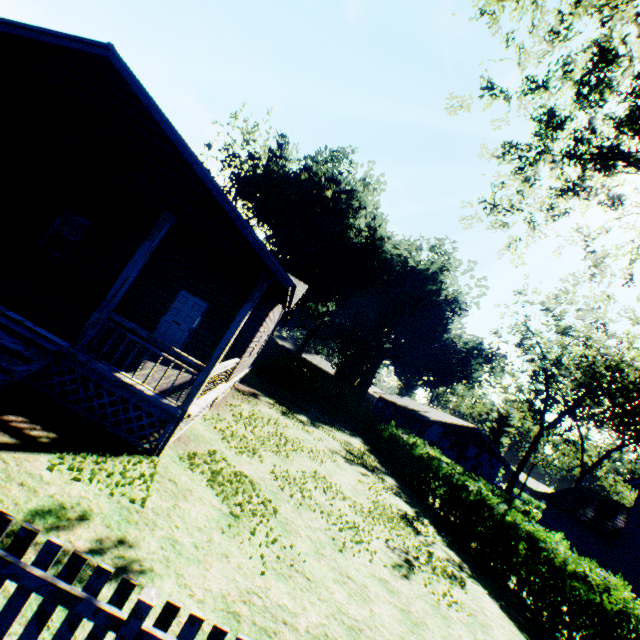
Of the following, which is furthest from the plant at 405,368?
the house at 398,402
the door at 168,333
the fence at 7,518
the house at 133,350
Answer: the fence at 7,518

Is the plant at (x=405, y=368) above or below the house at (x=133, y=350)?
above

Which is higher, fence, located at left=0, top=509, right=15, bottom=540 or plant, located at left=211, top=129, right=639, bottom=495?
plant, located at left=211, top=129, right=639, bottom=495

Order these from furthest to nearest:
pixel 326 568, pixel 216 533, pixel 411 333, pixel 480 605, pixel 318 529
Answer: pixel 411 333 < pixel 480 605 < pixel 318 529 < pixel 326 568 < pixel 216 533

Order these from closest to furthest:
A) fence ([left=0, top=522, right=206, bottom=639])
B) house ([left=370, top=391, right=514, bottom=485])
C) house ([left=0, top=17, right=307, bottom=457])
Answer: fence ([left=0, top=522, right=206, bottom=639]) → house ([left=0, top=17, right=307, bottom=457]) → house ([left=370, top=391, right=514, bottom=485])

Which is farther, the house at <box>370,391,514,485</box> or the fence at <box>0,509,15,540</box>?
the house at <box>370,391,514,485</box>

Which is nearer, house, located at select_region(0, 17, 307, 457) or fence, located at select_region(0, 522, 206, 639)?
fence, located at select_region(0, 522, 206, 639)

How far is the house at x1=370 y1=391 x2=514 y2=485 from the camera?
37.5 meters
